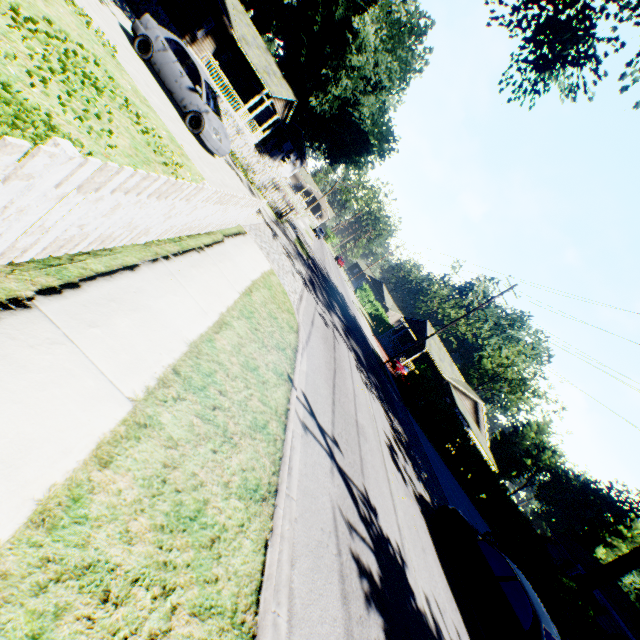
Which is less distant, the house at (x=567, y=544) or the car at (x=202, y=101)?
the car at (x=202, y=101)

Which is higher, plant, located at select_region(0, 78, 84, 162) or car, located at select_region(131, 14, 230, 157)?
car, located at select_region(131, 14, 230, 157)

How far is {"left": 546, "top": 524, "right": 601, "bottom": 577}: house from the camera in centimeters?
2563cm

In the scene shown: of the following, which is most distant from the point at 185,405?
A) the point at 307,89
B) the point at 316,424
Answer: the point at 307,89

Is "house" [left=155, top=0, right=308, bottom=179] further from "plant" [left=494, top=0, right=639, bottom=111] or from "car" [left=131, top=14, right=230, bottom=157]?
"car" [left=131, top=14, right=230, bottom=157]

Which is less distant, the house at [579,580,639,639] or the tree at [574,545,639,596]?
the tree at [574,545,639,596]

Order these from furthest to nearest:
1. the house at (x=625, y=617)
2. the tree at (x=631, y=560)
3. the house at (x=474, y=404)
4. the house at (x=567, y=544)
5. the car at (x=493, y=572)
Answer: the house at (x=474, y=404) → the house at (x=567, y=544) → the house at (x=625, y=617) → the tree at (x=631, y=560) → the car at (x=493, y=572)

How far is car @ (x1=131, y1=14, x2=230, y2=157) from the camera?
11.36m
